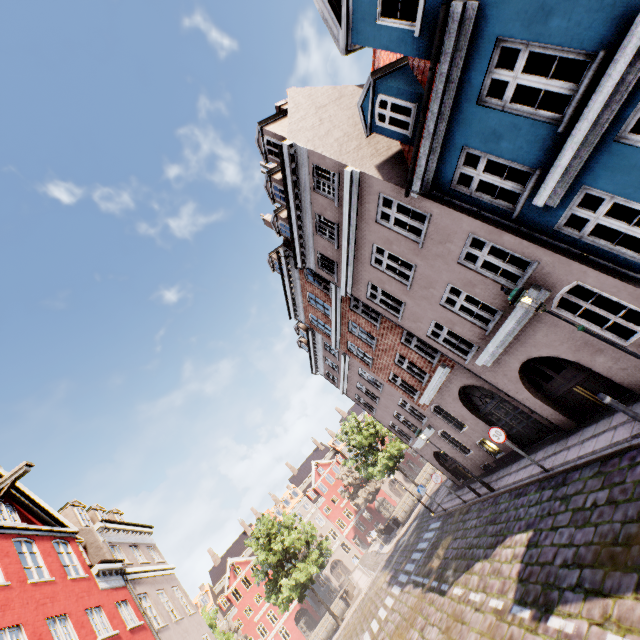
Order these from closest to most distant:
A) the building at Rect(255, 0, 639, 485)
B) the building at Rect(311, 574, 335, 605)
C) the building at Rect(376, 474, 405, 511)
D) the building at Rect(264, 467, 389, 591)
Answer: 1. the building at Rect(255, 0, 639, 485)
2. the building at Rect(311, 574, 335, 605)
3. the building at Rect(264, 467, 389, 591)
4. the building at Rect(376, 474, 405, 511)

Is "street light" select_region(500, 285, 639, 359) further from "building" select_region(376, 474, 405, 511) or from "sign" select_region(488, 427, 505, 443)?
Answer: "sign" select_region(488, 427, 505, 443)

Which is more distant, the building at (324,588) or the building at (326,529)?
the building at (326,529)

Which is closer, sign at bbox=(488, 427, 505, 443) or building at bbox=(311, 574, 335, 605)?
sign at bbox=(488, 427, 505, 443)

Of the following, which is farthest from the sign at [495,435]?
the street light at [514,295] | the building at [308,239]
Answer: the street light at [514,295]

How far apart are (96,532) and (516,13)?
24.49m

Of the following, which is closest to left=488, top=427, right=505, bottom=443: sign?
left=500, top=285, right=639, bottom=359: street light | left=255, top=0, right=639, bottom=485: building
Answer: left=255, top=0, right=639, bottom=485: building
